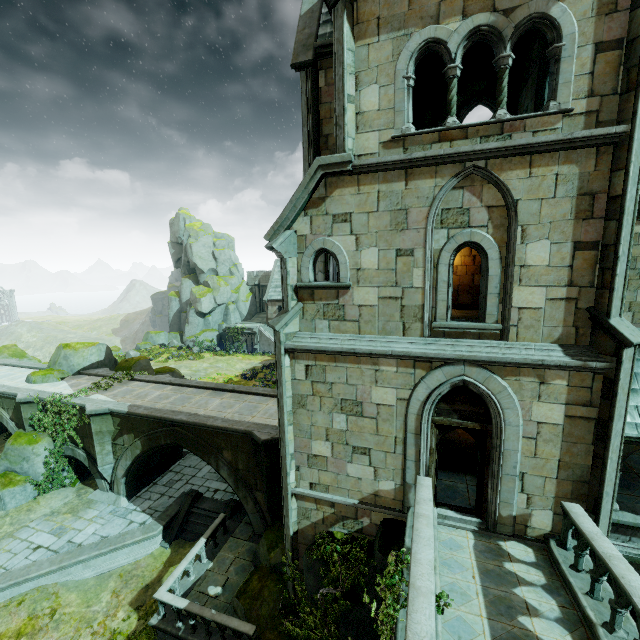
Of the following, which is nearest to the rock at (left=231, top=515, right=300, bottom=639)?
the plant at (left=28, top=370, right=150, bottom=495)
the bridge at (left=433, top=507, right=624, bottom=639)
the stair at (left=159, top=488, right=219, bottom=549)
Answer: the bridge at (left=433, top=507, right=624, bottom=639)

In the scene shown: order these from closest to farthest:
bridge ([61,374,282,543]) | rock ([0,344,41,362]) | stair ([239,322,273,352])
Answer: bridge ([61,374,282,543])
rock ([0,344,41,362])
stair ([239,322,273,352])

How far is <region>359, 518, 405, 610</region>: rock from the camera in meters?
8.3

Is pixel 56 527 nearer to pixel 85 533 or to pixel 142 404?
pixel 85 533

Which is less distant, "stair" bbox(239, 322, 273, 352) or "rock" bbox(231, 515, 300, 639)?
"rock" bbox(231, 515, 300, 639)

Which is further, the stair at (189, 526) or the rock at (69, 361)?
the rock at (69, 361)

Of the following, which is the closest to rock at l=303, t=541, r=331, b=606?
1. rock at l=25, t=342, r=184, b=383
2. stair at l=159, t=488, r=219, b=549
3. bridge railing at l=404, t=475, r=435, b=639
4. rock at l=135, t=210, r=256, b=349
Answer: bridge railing at l=404, t=475, r=435, b=639

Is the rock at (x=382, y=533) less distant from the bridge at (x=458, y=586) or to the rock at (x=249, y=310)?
the bridge at (x=458, y=586)
